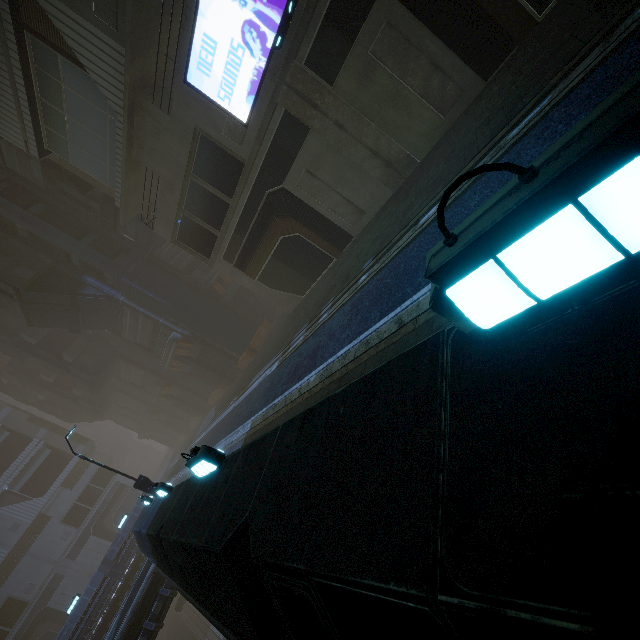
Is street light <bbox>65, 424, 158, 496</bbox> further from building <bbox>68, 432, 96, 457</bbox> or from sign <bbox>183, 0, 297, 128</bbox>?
sign <bbox>183, 0, 297, 128</bbox>

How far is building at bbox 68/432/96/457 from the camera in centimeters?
5122cm

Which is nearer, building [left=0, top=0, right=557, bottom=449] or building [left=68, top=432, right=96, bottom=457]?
building [left=0, top=0, right=557, bottom=449]

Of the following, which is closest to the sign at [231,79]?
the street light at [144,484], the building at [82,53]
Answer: the building at [82,53]

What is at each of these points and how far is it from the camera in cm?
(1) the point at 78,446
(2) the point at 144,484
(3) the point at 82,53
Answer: (1) building, 5147
(2) street light, 1560
(3) building, 1371

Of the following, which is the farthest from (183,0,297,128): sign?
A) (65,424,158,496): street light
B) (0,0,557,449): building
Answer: (65,424,158,496): street light
